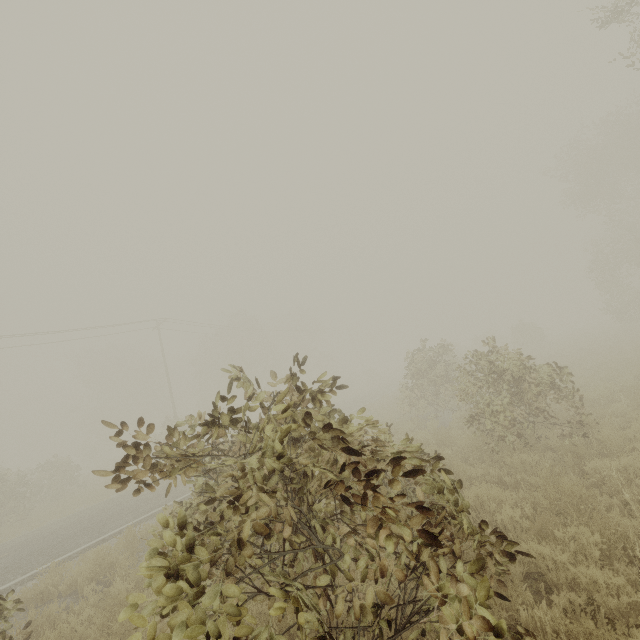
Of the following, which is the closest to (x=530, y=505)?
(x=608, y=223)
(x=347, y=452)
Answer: (x=347, y=452)
